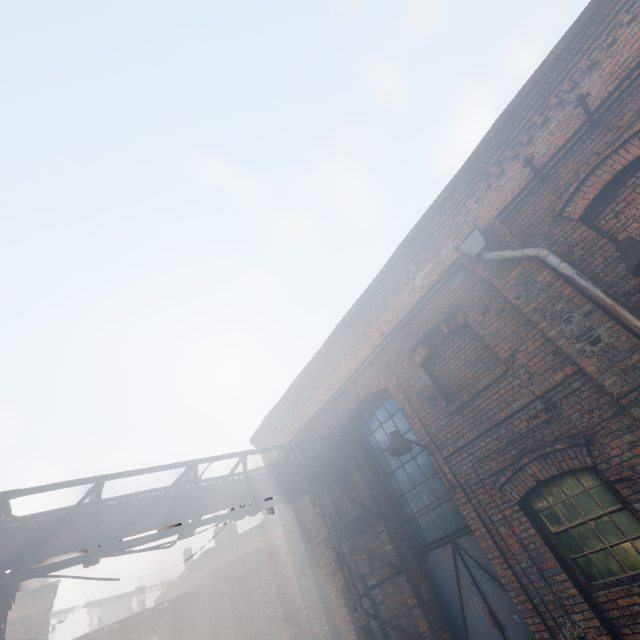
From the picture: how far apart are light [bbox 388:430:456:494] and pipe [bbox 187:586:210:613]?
20.0m

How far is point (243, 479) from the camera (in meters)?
6.11

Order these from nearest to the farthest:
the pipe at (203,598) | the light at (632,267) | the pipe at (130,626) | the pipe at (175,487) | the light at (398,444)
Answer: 1. the light at (632,267)
2. the pipe at (175,487)
3. the light at (398,444)
4. the pipe at (130,626)
5. the pipe at (203,598)

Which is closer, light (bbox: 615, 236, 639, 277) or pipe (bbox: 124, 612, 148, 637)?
light (bbox: 615, 236, 639, 277)

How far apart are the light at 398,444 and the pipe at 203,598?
20.0m

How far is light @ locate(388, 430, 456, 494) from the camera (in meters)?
5.57

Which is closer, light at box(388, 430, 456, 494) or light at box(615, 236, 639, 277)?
light at box(615, 236, 639, 277)

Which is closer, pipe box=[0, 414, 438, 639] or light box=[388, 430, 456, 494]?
pipe box=[0, 414, 438, 639]
